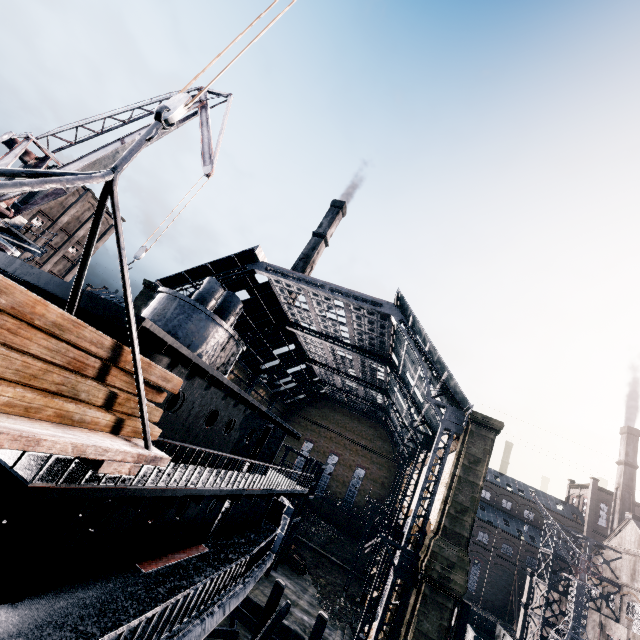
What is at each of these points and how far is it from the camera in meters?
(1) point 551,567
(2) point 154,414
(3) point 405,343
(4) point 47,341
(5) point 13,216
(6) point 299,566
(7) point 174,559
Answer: (1) building, 42.1
(2) wood pile, 6.4
(3) building, 28.2
(4) wood pile, 4.2
(5) crane, 17.9
(6) wood pile, 37.5
(7) ship, 11.8

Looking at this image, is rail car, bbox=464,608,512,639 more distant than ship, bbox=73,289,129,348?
Yes

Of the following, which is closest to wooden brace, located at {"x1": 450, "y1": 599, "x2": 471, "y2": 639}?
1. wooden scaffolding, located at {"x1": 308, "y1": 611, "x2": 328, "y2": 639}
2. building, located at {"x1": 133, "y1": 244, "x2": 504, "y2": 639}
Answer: wooden scaffolding, located at {"x1": 308, "y1": 611, "x2": 328, "y2": 639}

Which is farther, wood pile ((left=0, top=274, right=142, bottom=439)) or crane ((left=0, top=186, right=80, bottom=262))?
crane ((left=0, top=186, right=80, bottom=262))

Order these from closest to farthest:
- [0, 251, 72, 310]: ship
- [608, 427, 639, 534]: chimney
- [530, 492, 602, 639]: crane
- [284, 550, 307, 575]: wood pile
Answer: [0, 251, 72, 310]: ship < [530, 492, 602, 639]: crane < [284, 550, 307, 575]: wood pile < [608, 427, 639, 534]: chimney

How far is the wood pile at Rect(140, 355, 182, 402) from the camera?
5.9m

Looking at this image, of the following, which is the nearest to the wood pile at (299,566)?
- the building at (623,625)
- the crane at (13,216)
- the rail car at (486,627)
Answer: the building at (623,625)

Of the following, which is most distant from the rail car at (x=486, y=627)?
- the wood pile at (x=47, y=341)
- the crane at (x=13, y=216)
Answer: the crane at (x=13, y=216)
